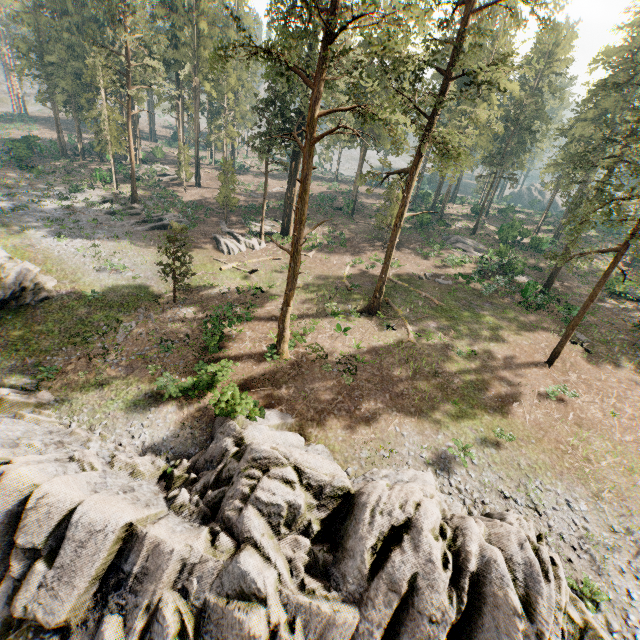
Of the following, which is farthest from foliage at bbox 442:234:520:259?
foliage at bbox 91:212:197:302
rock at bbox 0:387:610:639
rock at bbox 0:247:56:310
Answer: rock at bbox 0:247:56:310

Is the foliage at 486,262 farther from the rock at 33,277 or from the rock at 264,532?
the rock at 33,277

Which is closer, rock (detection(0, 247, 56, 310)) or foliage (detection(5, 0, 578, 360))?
foliage (detection(5, 0, 578, 360))

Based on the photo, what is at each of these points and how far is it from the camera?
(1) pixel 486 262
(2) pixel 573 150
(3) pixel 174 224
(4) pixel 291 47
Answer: (1) foliage, 34.4m
(2) foliage, 31.4m
(3) foliage, 23.4m
(4) foliage, 13.3m

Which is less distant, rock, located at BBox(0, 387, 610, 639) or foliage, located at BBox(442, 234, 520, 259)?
rock, located at BBox(0, 387, 610, 639)

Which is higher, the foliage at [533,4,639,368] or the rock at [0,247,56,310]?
the foliage at [533,4,639,368]

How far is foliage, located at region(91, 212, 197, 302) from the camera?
22.92m

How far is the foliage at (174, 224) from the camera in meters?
22.9 m
